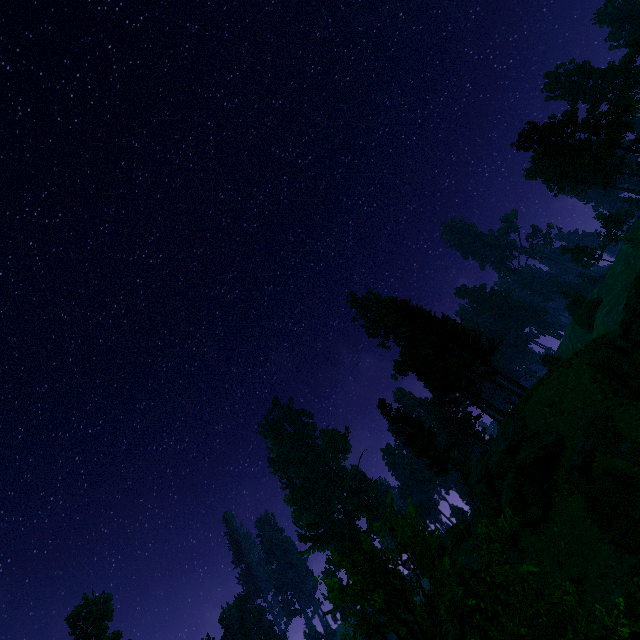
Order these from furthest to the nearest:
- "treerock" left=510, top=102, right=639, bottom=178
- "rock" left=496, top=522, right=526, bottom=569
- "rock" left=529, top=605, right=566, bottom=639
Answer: "treerock" left=510, top=102, right=639, bottom=178, "rock" left=496, top=522, right=526, bottom=569, "rock" left=529, top=605, right=566, bottom=639

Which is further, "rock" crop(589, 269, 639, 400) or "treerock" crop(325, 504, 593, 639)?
"rock" crop(589, 269, 639, 400)

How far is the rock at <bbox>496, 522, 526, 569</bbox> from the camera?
24.5m

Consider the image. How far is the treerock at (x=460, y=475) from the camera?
38.75m

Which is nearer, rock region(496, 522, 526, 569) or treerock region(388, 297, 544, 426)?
rock region(496, 522, 526, 569)

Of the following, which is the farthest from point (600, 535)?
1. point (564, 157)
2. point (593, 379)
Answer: point (564, 157)

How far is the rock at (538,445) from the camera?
20.4 meters
